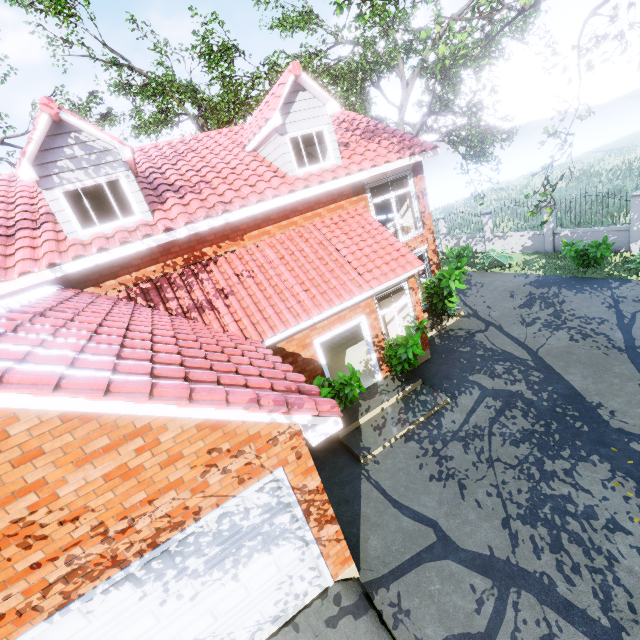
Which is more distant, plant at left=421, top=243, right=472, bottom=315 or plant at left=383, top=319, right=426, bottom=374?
plant at left=421, top=243, right=472, bottom=315

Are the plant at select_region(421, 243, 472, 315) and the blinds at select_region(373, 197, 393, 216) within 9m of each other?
yes

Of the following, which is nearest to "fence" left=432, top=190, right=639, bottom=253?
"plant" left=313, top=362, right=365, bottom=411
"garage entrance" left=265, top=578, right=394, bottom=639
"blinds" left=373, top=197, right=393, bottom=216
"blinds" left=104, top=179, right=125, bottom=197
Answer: "garage entrance" left=265, top=578, right=394, bottom=639

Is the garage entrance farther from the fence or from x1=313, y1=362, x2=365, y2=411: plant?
the fence

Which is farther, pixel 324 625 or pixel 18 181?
pixel 18 181

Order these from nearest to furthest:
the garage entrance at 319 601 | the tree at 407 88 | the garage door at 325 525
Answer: the garage door at 325 525, the garage entrance at 319 601, the tree at 407 88

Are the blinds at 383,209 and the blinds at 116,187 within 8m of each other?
no

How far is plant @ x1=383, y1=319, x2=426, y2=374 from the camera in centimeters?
843cm
